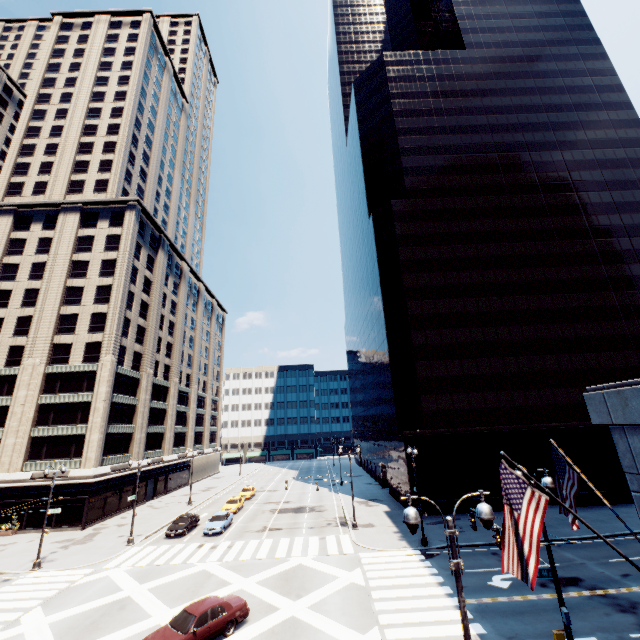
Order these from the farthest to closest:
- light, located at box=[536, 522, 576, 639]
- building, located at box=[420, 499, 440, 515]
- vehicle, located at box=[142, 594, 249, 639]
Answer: building, located at box=[420, 499, 440, 515] → vehicle, located at box=[142, 594, 249, 639] → light, located at box=[536, 522, 576, 639]

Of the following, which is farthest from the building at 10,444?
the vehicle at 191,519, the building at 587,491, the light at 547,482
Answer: the light at 547,482

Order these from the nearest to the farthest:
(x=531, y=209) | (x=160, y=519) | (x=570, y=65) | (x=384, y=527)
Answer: (x=384, y=527), (x=160, y=519), (x=531, y=209), (x=570, y=65)

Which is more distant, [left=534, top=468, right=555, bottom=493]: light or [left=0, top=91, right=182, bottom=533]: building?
[left=0, top=91, right=182, bottom=533]: building

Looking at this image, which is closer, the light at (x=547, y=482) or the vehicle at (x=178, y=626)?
the light at (x=547, y=482)

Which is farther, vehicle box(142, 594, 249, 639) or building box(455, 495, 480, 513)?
building box(455, 495, 480, 513)

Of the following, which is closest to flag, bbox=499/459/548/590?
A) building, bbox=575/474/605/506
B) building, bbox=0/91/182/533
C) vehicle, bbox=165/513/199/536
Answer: building, bbox=575/474/605/506

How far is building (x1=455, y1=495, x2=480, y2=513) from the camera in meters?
34.0
